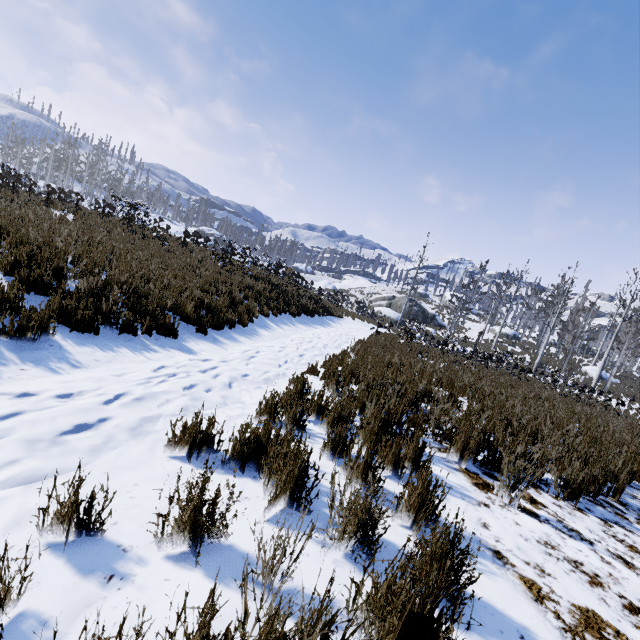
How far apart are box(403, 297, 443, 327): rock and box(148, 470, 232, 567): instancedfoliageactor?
41.41m

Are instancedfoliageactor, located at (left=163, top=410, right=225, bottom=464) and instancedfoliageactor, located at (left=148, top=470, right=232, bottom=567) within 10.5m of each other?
yes

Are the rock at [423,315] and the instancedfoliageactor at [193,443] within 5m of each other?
no

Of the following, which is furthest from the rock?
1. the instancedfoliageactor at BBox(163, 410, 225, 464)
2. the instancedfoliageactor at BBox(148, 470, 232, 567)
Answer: the instancedfoliageactor at BBox(148, 470, 232, 567)

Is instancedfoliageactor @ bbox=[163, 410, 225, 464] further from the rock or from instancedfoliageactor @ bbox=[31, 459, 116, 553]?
the rock

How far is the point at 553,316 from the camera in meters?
27.4 m

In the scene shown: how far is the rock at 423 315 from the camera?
41.2m
